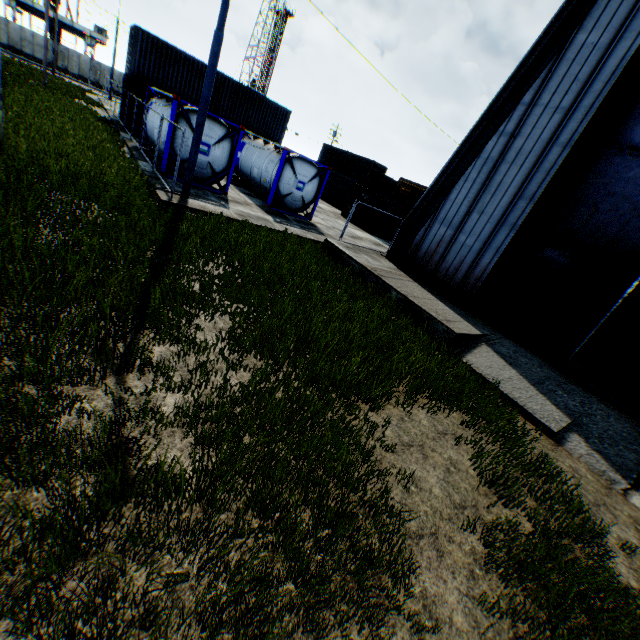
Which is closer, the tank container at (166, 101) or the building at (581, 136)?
the building at (581, 136)

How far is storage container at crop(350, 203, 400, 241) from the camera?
24.3 meters

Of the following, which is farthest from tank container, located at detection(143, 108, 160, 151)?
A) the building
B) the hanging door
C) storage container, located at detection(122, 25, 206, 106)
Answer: the hanging door

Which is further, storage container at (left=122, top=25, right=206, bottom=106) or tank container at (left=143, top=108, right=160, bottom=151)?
storage container at (left=122, top=25, right=206, bottom=106)

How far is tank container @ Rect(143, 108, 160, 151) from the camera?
14.8 meters

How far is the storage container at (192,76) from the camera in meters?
21.1 m

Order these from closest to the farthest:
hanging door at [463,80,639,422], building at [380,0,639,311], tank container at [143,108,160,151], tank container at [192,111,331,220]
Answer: hanging door at [463,80,639,422], building at [380,0,639,311], tank container at [192,111,331,220], tank container at [143,108,160,151]

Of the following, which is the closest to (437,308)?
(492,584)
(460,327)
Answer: (460,327)
